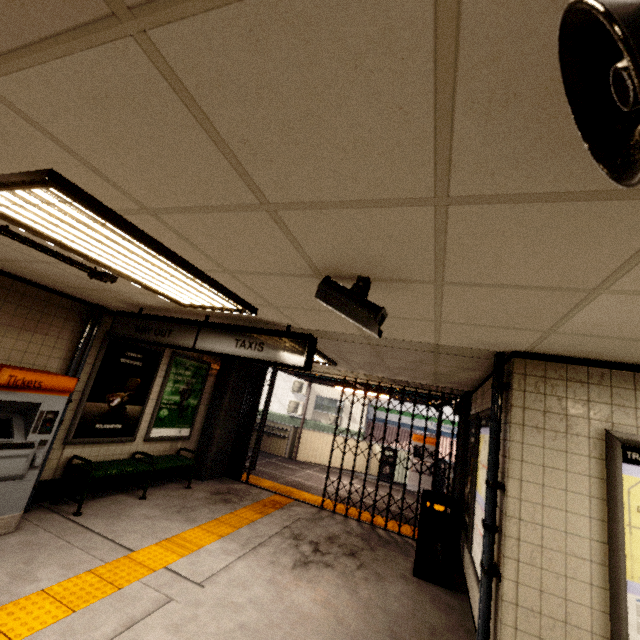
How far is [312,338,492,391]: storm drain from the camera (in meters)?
3.81

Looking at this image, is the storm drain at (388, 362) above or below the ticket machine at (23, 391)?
above

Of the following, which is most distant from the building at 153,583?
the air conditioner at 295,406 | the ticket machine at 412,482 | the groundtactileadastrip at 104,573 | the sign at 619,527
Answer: the air conditioner at 295,406

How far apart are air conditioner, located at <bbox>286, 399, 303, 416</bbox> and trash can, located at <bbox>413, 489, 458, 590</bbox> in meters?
16.2 m

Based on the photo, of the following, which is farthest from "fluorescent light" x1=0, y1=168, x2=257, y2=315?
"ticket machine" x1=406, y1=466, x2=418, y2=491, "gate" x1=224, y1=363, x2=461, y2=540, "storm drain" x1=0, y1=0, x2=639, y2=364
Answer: "ticket machine" x1=406, y1=466, x2=418, y2=491

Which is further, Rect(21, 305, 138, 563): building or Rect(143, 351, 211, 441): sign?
Rect(143, 351, 211, 441): sign

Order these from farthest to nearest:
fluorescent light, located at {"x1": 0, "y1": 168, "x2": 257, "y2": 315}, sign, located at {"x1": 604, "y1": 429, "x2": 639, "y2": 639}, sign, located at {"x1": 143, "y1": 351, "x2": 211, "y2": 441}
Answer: sign, located at {"x1": 143, "y1": 351, "x2": 211, "y2": 441}
sign, located at {"x1": 604, "y1": 429, "x2": 639, "y2": 639}
fluorescent light, located at {"x1": 0, "y1": 168, "x2": 257, "y2": 315}

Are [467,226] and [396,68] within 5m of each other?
yes
